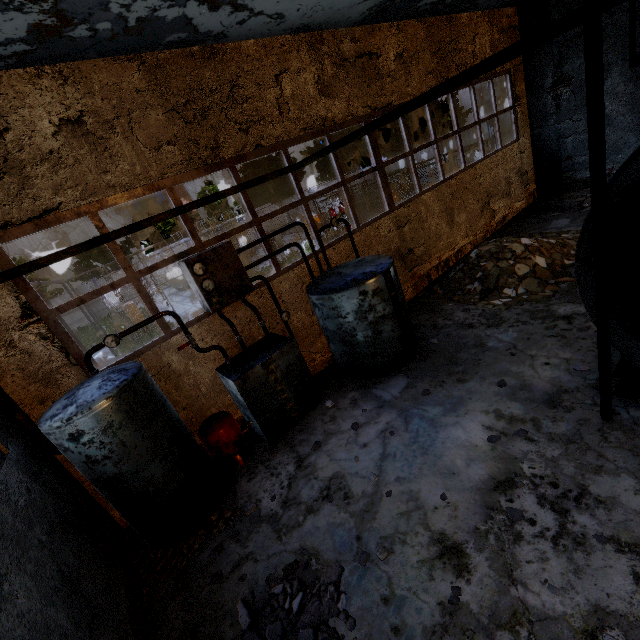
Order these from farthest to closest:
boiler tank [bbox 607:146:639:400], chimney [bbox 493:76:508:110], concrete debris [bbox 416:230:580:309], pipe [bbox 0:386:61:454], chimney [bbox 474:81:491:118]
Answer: chimney [bbox 474:81:491:118] → chimney [bbox 493:76:508:110] → concrete debris [bbox 416:230:580:309] → pipe [bbox 0:386:61:454] → boiler tank [bbox 607:146:639:400]

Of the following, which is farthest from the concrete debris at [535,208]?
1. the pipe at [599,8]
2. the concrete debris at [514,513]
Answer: the pipe at [599,8]

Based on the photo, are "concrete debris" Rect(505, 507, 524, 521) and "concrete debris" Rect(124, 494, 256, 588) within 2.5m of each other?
no

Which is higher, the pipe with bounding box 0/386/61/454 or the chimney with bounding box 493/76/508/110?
the chimney with bounding box 493/76/508/110

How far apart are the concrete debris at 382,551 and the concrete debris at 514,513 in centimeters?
147cm

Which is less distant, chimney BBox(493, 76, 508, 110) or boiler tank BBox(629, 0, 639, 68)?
boiler tank BBox(629, 0, 639, 68)

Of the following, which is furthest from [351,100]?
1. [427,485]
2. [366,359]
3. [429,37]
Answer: [427,485]

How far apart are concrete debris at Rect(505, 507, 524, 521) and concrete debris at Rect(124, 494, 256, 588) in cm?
355
